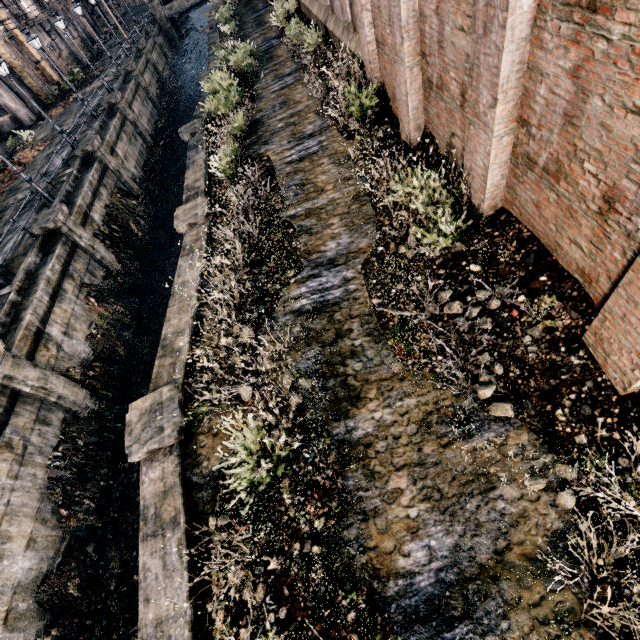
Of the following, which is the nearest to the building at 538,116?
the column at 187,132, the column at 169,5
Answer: the column at 187,132

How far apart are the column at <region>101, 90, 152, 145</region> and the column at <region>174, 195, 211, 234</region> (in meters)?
22.01

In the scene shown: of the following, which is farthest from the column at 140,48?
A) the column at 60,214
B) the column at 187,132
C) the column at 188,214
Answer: the column at 188,214

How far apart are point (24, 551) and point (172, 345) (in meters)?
8.93

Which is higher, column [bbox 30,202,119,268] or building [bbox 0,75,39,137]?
building [bbox 0,75,39,137]

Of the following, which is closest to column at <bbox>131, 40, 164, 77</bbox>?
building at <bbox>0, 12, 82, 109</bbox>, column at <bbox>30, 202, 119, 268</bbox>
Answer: building at <bbox>0, 12, 82, 109</bbox>

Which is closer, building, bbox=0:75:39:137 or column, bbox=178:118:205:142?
column, bbox=178:118:205:142

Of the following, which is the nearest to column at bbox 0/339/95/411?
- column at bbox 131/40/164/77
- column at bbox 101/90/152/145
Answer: column at bbox 101/90/152/145
